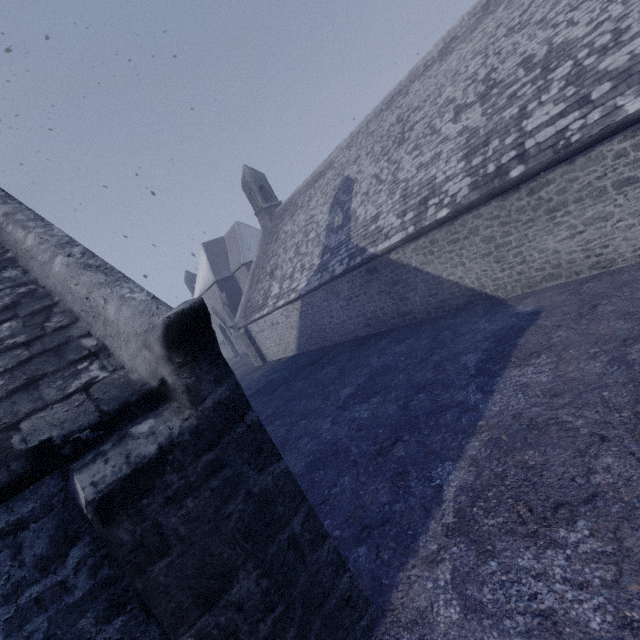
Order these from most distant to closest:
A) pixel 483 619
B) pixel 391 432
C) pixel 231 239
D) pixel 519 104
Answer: pixel 231 239 → pixel 519 104 → pixel 391 432 → pixel 483 619
